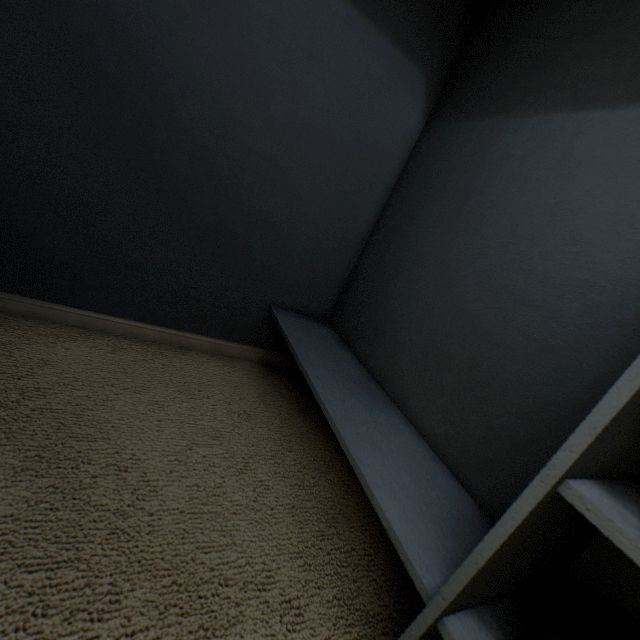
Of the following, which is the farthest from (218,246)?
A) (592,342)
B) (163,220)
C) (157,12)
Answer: (592,342)
